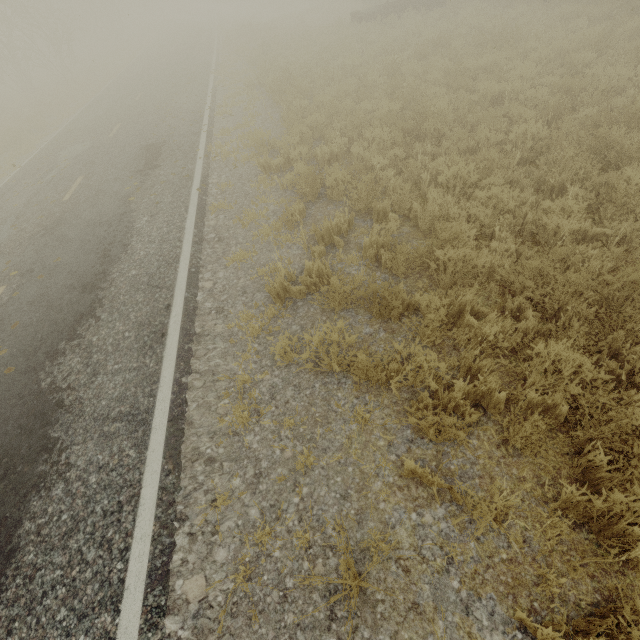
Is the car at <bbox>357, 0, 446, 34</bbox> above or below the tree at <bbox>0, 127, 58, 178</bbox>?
above

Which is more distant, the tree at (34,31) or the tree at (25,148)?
the tree at (34,31)

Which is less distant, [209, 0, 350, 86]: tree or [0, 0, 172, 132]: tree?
[209, 0, 350, 86]: tree

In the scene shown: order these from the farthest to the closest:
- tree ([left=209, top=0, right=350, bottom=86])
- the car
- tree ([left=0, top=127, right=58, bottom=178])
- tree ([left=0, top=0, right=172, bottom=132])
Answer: tree ([left=0, top=0, right=172, bottom=132]), tree ([left=209, top=0, right=350, bottom=86]), the car, tree ([left=0, top=127, right=58, bottom=178])

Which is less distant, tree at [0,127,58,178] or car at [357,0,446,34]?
tree at [0,127,58,178]

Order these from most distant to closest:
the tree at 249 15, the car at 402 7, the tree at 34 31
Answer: the tree at 34 31, the tree at 249 15, the car at 402 7

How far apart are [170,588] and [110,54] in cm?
4529
